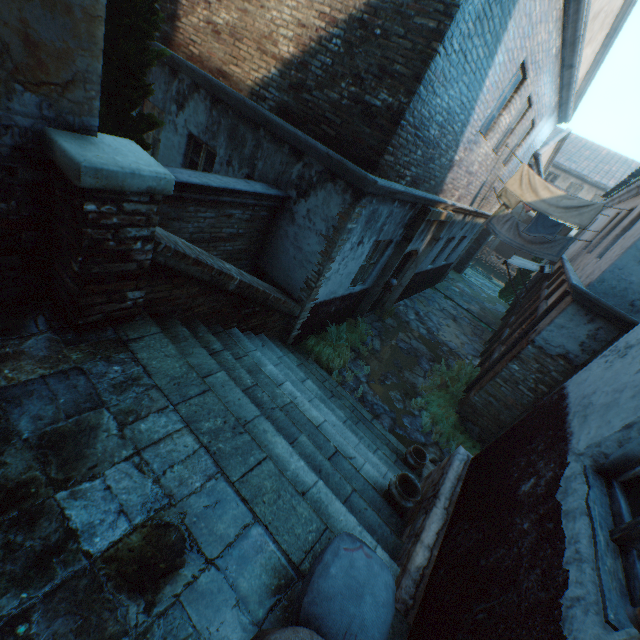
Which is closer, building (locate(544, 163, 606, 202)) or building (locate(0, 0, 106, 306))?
building (locate(0, 0, 106, 306))

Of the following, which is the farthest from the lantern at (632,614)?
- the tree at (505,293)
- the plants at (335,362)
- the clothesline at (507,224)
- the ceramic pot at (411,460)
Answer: the tree at (505,293)

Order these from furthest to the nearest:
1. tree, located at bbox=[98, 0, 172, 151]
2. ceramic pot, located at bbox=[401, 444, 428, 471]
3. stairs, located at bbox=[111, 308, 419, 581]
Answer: ceramic pot, located at bbox=[401, 444, 428, 471] < tree, located at bbox=[98, 0, 172, 151] < stairs, located at bbox=[111, 308, 419, 581]

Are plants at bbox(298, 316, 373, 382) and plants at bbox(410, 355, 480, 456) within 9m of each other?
yes

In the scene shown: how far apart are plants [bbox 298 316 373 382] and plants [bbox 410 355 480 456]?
1.19m

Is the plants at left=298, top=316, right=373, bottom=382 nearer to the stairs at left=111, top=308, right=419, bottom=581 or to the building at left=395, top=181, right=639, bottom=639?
the stairs at left=111, top=308, right=419, bottom=581

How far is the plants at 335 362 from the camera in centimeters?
721cm

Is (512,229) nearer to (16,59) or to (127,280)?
(127,280)
